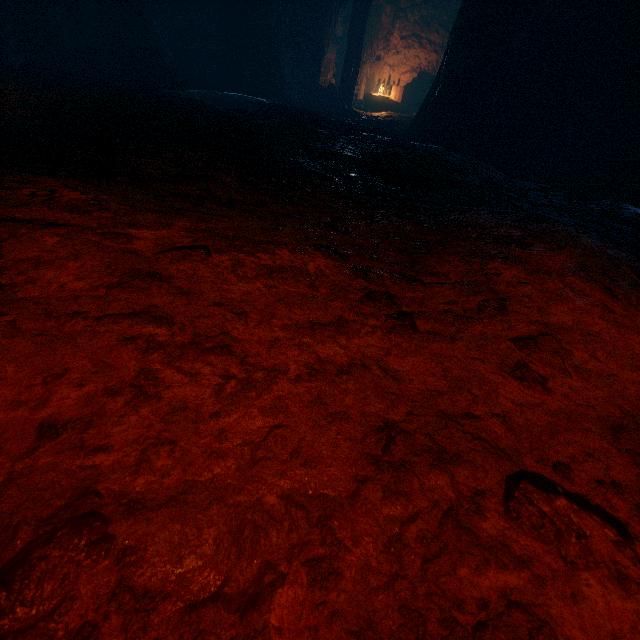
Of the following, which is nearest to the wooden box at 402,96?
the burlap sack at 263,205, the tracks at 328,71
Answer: the tracks at 328,71

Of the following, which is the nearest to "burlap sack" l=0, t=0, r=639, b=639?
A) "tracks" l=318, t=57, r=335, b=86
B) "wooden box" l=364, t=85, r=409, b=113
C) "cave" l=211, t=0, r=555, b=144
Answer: "cave" l=211, t=0, r=555, b=144

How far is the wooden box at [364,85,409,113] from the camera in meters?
14.4 m

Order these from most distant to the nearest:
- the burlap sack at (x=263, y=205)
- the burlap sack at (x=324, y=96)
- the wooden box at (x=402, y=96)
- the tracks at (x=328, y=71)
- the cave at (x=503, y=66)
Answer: the wooden box at (x=402, y=96) < the tracks at (x=328, y=71) < the burlap sack at (x=324, y=96) < the cave at (x=503, y=66) < the burlap sack at (x=263, y=205)

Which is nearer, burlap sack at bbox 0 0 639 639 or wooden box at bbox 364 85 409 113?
burlap sack at bbox 0 0 639 639

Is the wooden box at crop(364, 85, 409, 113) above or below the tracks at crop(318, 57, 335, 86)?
below

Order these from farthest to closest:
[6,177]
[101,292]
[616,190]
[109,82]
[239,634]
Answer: [109,82], [616,190], [6,177], [101,292], [239,634]

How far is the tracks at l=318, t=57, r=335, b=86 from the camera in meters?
13.7
